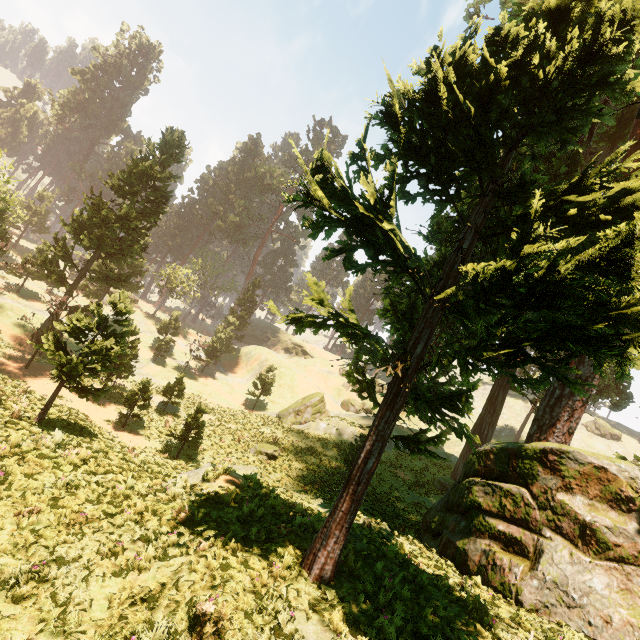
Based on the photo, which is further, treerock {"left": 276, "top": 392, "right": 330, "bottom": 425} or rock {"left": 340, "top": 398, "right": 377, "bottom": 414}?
rock {"left": 340, "top": 398, "right": 377, "bottom": 414}

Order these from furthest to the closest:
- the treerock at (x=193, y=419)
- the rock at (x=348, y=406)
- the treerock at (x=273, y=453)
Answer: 1. the rock at (x=348, y=406)
2. the treerock at (x=273, y=453)
3. the treerock at (x=193, y=419)

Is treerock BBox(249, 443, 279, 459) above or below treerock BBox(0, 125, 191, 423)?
below

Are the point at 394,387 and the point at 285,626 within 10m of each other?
yes

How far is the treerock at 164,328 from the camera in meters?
40.5 m

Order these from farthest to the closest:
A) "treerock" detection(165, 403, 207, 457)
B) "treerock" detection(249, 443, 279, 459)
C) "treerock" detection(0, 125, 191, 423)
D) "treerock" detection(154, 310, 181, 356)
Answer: "treerock" detection(154, 310, 181, 356)
"treerock" detection(249, 443, 279, 459)
"treerock" detection(165, 403, 207, 457)
"treerock" detection(0, 125, 191, 423)

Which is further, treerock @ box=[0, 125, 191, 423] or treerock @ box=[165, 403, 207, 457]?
treerock @ box=[165, 403, 207, 457]
